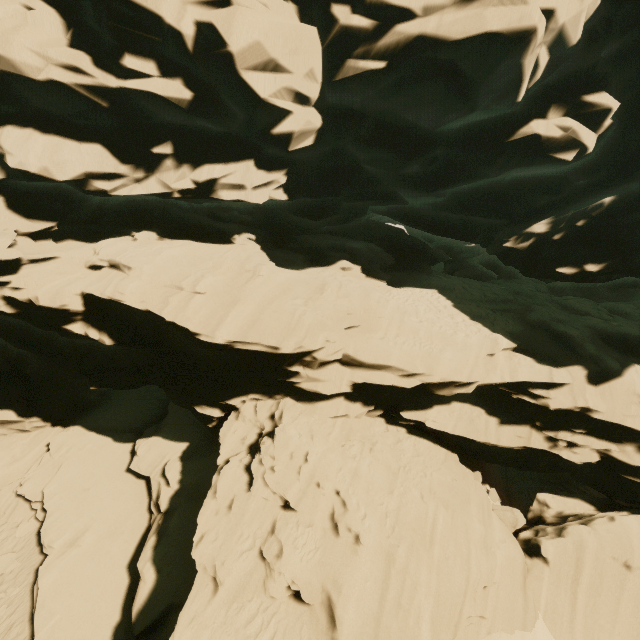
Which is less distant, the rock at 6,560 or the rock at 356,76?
the rock at 356,76

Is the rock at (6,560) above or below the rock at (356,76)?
below

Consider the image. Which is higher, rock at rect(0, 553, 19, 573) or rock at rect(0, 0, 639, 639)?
rock at rect(0, 0, 639, 639)

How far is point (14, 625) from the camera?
10.91m

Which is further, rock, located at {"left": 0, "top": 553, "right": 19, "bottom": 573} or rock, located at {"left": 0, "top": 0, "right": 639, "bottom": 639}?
rock, located at {"left": 0, "top": 553, "right": 19, "bottom": 573}
